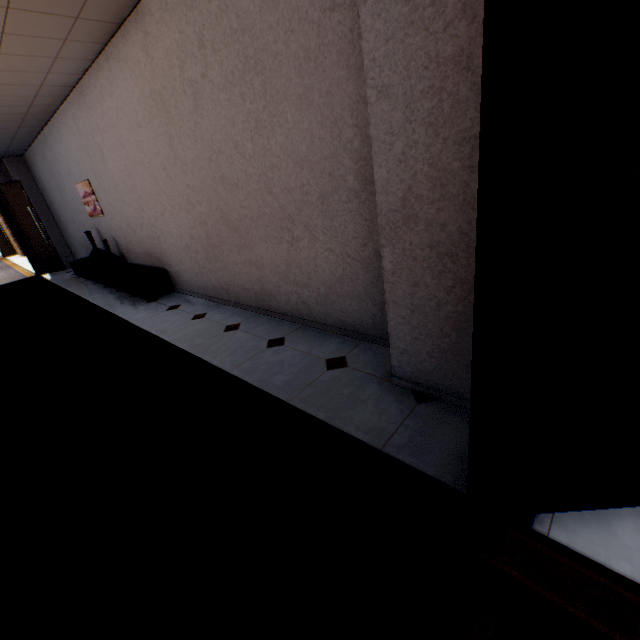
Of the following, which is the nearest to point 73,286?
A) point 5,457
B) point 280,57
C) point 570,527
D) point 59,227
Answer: point 59,227

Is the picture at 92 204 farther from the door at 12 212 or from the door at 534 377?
the door at 534 377

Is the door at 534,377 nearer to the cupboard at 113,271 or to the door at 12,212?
the cupboard at 113,271

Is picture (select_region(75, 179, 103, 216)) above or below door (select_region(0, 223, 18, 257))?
above

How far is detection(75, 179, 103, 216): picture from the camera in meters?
5.9

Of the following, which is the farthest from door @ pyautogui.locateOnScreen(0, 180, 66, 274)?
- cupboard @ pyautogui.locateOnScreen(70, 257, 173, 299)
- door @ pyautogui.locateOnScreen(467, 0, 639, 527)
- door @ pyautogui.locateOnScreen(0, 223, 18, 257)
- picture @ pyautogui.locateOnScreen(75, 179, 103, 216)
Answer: door @ pyautogui.locateOnScreen(467, 0, 639, 527)

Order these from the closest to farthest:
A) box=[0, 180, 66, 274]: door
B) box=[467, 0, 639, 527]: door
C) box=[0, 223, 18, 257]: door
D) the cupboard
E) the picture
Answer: box=[467, 0, 639, 527]: door < the cupboard < the picture < box=[0, 180, 66, 274]: door < box=[0, 223, 18, 257]: door

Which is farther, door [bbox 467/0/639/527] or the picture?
the picture
